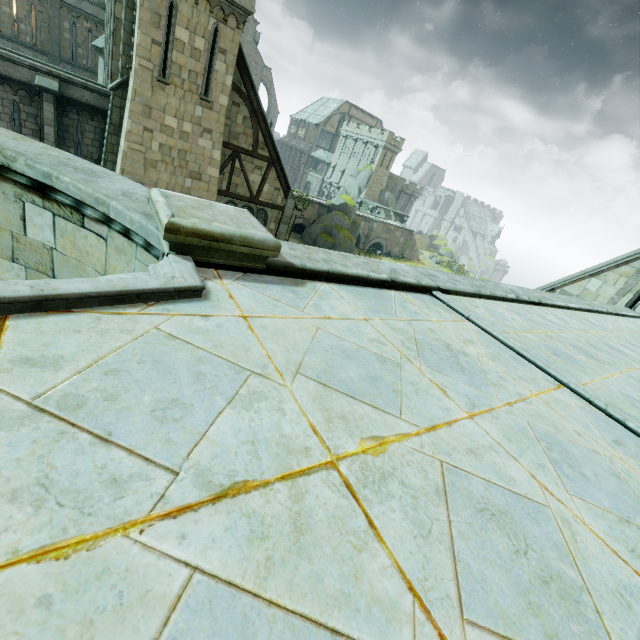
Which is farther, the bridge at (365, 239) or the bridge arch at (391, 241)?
the bridge arch at (391, 241)

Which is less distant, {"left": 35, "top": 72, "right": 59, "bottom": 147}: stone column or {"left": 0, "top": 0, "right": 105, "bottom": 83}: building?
{"left": 35, "top": 72, "right": 59, "bottom": 147}: stone column

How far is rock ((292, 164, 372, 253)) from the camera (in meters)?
38.22

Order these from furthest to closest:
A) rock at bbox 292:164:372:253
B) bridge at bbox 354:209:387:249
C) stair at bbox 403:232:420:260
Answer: stair at bbox 403:232:420:260, bridge at bbox 354:209:387:249, rock at bbox 292:164:372:253

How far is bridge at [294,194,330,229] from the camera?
40.8m

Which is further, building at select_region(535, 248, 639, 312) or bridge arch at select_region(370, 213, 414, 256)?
bridge arch at select_region(370, 213, 414, 256)

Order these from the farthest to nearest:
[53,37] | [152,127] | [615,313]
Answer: [53,37] → [152,127] → [615,313]

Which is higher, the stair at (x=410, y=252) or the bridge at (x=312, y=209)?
the bridge at (x=312, y=209)
